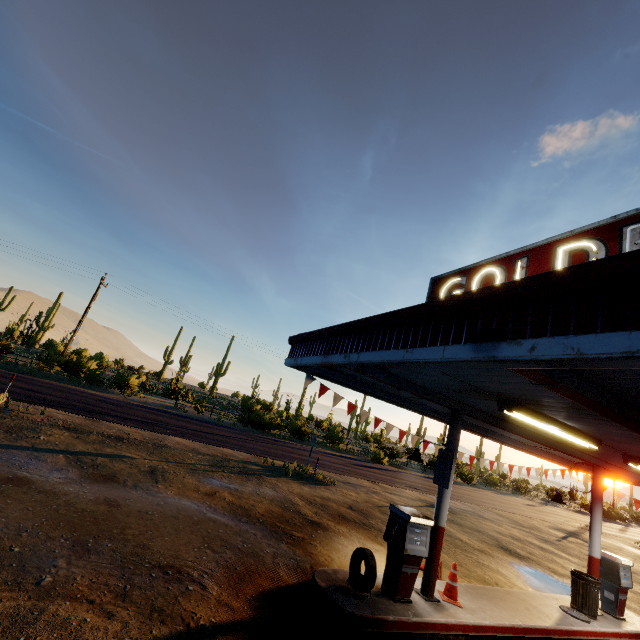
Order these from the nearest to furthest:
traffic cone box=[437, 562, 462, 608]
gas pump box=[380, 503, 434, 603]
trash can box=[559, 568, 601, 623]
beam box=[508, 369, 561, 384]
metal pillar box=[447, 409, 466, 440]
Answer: beam box=[508, 369, 561, 384]
gas pump box=[380, 503, 434, 603]
traffic cone box=[437, 562, 462, 608]
metal pillar box=[447, 409, 466, 440]
trash can box=[559, 568, 601, 623]

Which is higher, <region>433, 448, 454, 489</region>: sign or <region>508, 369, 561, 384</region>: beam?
<region>508, 369, 561, 384</region>: beam

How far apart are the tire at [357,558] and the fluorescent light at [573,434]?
3.6m

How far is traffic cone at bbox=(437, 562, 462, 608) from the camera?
6.8 meters

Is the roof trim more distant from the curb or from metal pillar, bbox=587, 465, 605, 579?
the curb

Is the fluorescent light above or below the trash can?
above

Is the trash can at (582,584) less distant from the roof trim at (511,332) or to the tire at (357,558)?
the roof trim at (511,332)

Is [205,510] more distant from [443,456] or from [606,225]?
[606,225]
